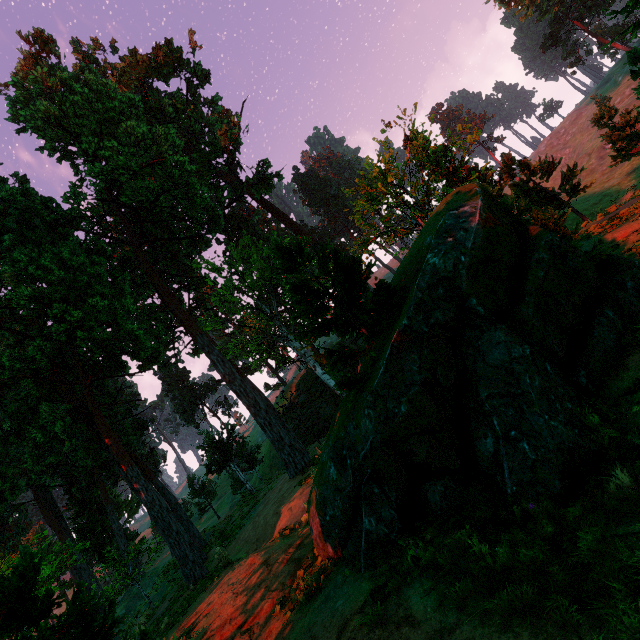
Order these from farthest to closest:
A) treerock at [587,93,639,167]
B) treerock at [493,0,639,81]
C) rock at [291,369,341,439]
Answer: rock at [291,369,341,439]
treerock at [587,93,639,167]
treerock at [493,0,639,81]

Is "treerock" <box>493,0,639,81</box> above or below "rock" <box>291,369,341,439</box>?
above

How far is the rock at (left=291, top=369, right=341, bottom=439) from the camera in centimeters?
3525cm

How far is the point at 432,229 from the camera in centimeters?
700cm

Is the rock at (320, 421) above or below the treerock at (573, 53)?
below

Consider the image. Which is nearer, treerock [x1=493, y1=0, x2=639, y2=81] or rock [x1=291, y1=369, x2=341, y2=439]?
treerock [x1=493, y1=0, x2=639, y2=81]

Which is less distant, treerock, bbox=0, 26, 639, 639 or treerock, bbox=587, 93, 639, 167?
treerock, bbox=0, 26, 639, 639

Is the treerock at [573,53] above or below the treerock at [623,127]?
above
